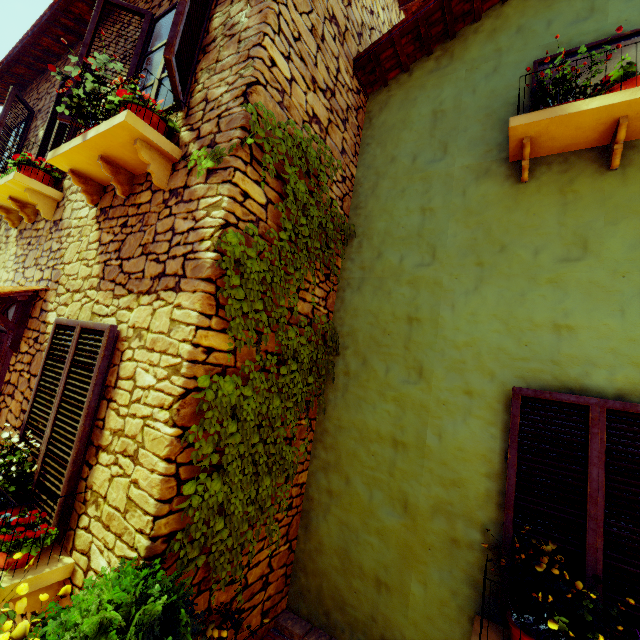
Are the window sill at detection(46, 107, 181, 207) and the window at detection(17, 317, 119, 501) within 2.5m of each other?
→ yes

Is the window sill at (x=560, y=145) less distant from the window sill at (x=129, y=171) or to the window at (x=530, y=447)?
the window at (x=530, y=447)

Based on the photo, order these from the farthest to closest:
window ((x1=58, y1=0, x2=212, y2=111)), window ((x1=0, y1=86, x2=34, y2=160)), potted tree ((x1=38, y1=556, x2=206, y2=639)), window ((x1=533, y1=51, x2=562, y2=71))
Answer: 1. window ((x1=0, y1=86, x2=34, y2=160))
2. window ((x1=533, y1=51, x2=562, y2=71))
3. window ((x1=58, y1=0, x2=212, y2=111))
4. potted tree ((x1=38, y1=556, x2=206, y2=639))

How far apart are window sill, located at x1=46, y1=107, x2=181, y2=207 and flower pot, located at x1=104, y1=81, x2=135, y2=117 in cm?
1

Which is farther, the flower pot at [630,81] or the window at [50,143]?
the window at [50,143]

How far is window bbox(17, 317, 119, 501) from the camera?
2.54m

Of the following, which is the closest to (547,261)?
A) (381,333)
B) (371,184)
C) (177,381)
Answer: (381,333)

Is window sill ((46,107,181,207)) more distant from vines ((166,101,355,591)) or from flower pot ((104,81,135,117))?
vines ((166,101,355,591))
